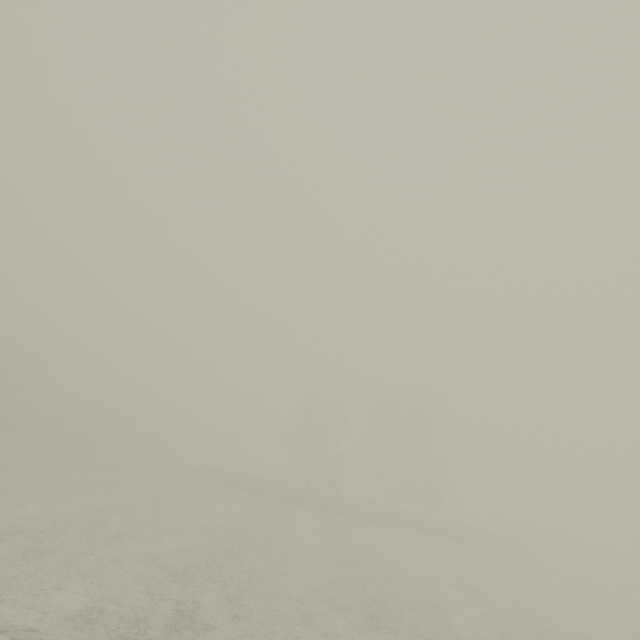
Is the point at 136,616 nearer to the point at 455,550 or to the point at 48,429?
the point at 455,550
